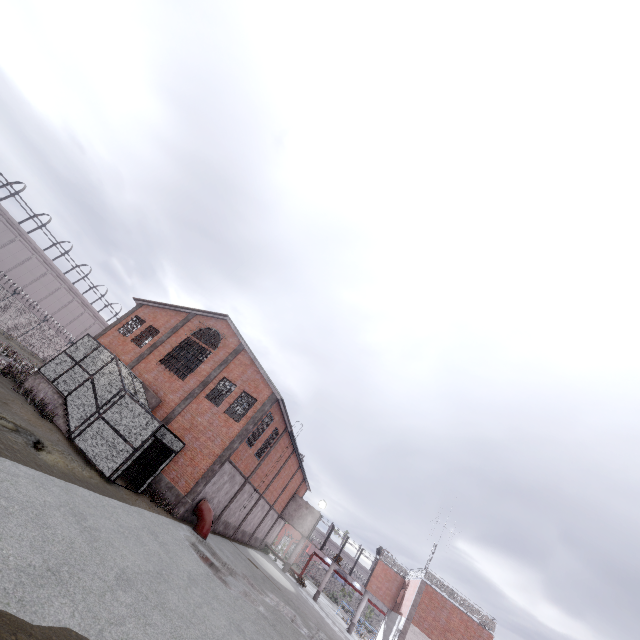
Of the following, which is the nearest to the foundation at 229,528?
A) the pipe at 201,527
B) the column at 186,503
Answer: the pipe at 201,527

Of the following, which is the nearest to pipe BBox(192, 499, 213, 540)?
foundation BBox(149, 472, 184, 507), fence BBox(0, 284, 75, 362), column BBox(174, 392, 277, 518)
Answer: column BBox(174, 392, 277, 518)

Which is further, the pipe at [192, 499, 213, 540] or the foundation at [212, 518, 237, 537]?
the foundation at [212, 518, 237, 537]

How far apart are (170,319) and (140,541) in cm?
1985

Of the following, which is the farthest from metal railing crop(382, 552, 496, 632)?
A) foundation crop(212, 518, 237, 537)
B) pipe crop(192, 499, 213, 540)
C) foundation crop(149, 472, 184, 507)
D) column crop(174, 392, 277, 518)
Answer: foundation crop(149, 472, 184, 507)

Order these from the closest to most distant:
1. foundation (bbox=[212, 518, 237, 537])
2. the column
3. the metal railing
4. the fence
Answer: the column → foundation (bbox=[212, 518, 237, 537]) → the metal railing → the fence

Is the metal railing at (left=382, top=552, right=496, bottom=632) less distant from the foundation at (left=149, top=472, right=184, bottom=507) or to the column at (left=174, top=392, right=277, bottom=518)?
the column at (left=174, top=392, right=277, bottom=518)

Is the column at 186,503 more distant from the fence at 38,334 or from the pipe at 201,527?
the fence at 38,334
